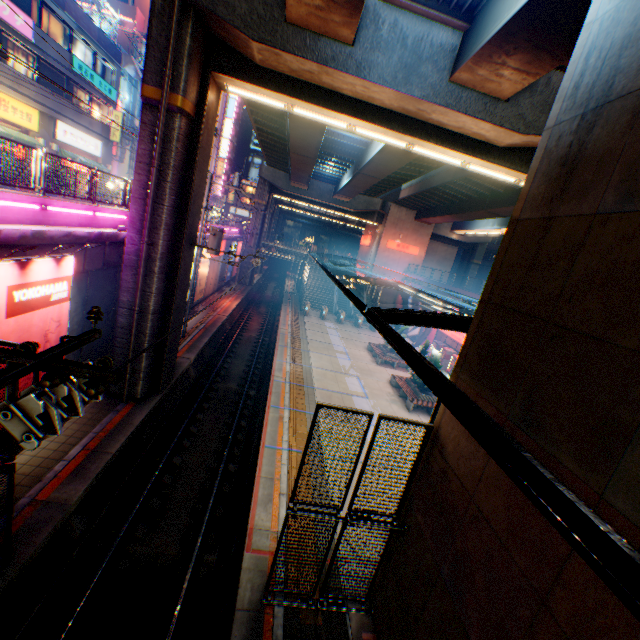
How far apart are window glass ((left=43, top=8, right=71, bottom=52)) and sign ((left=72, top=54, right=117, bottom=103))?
0.6m

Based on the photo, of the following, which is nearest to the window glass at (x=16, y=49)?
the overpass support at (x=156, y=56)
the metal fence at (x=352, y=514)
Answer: the metal fence at (x=352, y=514)

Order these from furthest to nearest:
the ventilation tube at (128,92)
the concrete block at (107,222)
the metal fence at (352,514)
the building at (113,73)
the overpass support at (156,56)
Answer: the ventilation tube at (128,92)
the building at (113,73)
the overpass support at (156,56)
the concrete block at (107,222)
the metal fence at (352,514)

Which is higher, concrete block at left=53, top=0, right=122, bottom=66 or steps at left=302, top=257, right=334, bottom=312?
concrete block at left=53, top=0, right=122, bottom=66

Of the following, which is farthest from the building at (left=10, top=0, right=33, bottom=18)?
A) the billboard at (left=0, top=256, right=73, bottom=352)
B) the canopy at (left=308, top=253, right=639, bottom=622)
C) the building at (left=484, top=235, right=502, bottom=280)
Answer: the building at (left=484, top=235, right=502, bottom=280)

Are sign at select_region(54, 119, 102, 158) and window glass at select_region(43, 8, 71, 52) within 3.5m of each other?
no

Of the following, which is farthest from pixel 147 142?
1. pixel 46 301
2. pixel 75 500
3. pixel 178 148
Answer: pixel 75 500
